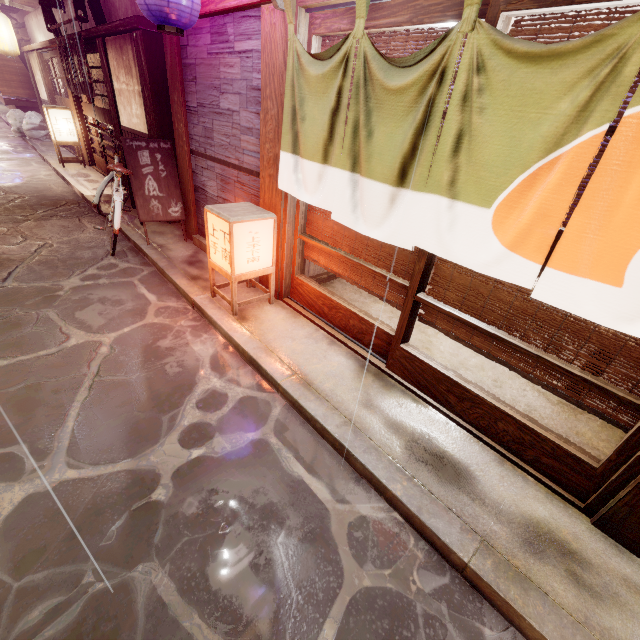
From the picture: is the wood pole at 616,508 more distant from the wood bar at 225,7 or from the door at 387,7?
the wood bar at 225,7

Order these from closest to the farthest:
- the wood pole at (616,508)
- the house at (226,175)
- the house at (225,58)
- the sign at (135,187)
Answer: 1. the wood pole at (616,508)
2. the house at (225,58)
3. the house at (226,175)
4. the sign at (135,187)

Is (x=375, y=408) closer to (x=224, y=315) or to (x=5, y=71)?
(x=224, y=315)

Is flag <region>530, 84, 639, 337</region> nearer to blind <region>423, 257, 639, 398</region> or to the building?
blind <region>423, 257, 639, 398</region>

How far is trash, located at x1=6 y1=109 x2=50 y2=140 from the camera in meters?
22.8 m

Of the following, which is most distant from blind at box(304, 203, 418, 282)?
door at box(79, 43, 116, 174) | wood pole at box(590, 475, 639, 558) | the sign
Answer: door at box(79, 43, 116, 174)

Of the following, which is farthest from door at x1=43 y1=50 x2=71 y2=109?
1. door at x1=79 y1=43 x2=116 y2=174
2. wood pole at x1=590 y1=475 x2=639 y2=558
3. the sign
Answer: wood pole at x1=590 y1=475 x2=639 y2=558

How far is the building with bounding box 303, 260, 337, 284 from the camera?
8.2m
